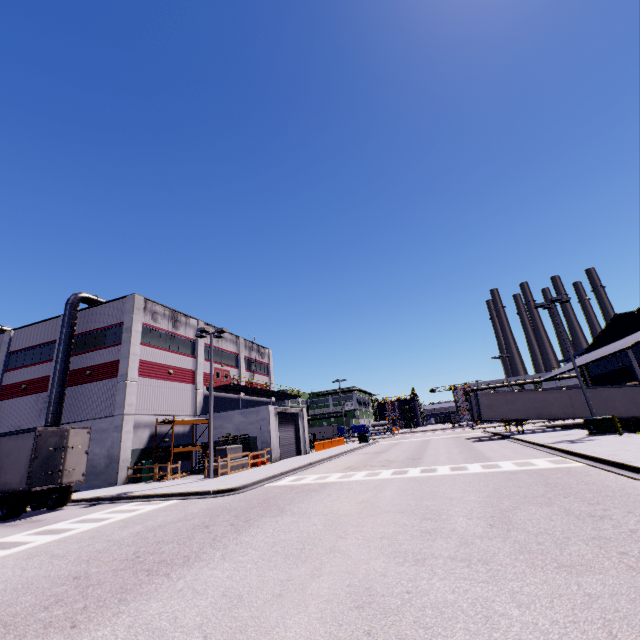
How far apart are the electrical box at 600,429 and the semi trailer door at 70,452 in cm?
3072

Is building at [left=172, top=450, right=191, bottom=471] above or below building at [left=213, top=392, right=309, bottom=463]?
below

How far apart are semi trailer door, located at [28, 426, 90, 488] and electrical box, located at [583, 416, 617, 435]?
30.7 meters

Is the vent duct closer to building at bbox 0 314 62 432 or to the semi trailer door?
building at bbox 0 314 62 432

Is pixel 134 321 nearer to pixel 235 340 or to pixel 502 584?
pixel 235 340

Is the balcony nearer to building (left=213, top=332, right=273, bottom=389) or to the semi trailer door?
building (left=213, top=332, right=273, bottom=389)

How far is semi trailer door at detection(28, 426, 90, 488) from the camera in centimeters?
1530cm

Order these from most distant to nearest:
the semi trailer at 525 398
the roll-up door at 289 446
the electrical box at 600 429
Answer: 1. the roll-up door at 289 446
2. the semi trailer at 525 398
3. the electrical box at 600 429
